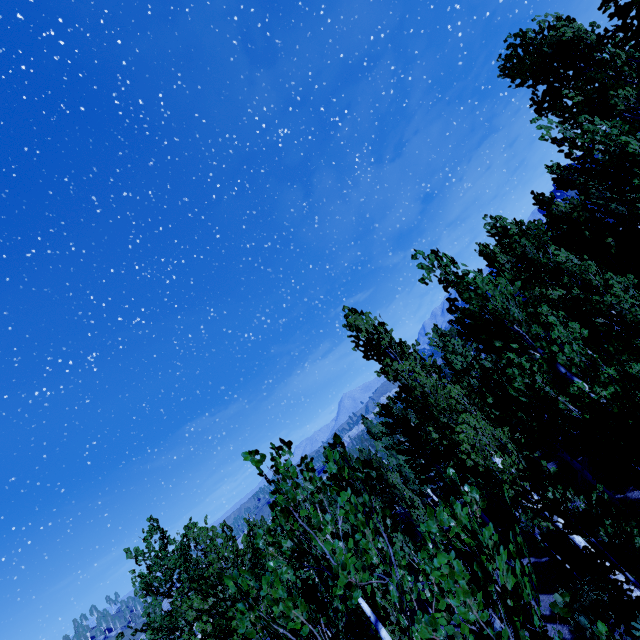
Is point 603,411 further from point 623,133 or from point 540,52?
point 540,52
